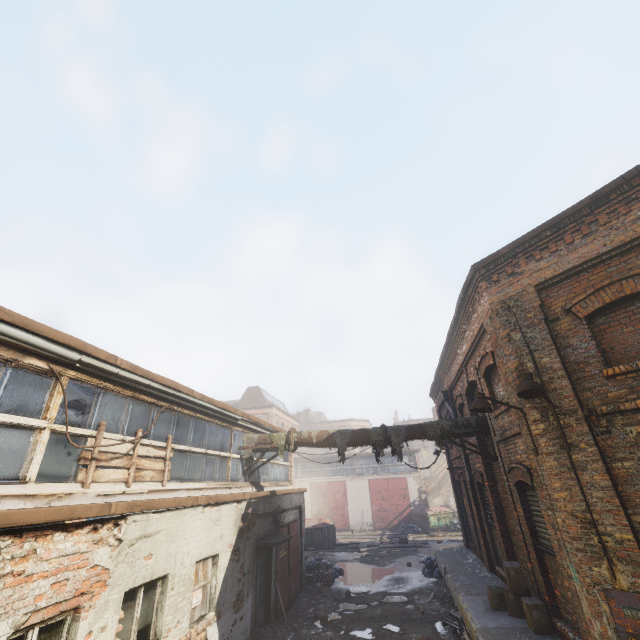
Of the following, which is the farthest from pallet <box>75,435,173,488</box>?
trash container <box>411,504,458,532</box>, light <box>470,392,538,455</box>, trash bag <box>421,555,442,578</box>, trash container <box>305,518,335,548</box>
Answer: trash container <box>411,504,458,532</box>

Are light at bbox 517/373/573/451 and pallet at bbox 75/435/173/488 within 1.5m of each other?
no

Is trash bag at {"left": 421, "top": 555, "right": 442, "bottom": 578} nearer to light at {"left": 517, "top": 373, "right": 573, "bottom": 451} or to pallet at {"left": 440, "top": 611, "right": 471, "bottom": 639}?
pallet at {"left": 440, "top": 611, "right": 471, "bottom": 639}

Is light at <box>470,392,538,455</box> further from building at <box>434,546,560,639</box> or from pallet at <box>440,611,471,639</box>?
pallet at <box>440,611,471,639</box>

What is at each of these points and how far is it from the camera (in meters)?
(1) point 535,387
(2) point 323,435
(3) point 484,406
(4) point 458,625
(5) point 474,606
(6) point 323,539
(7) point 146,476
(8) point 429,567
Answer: (1) light, 5.33
(2) pipe, 10.61
(3) light, 6.46
(4) pallet, 9.25
(5) building, 8.36
(6) trash container, 22.20
(7) pallet, 6.60
(8) trash bag, 15.04

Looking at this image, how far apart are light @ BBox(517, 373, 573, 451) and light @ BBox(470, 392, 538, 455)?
0.51m

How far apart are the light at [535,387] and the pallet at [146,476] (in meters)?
7.26

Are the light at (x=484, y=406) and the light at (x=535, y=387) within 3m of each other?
yes
